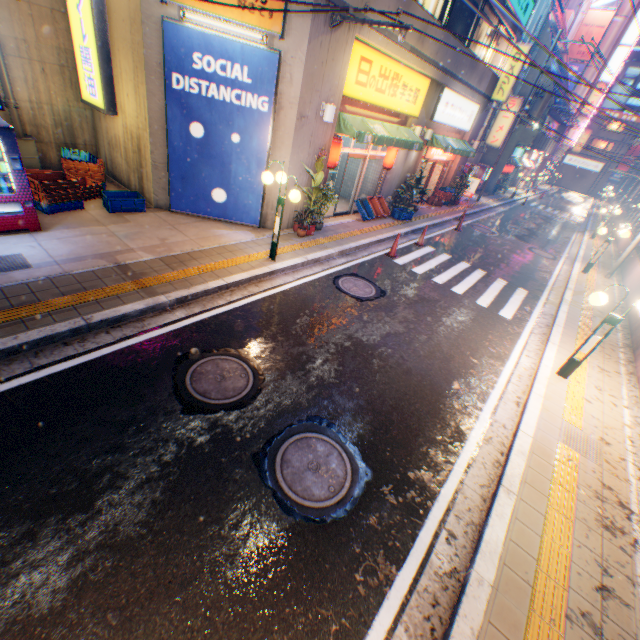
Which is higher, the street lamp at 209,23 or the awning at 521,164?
the street lamp at 209,23

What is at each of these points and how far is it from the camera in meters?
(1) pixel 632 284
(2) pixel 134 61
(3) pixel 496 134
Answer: (1) concrete block, 12.8 m
(2) building, 8.0 m
(3) sign, 25.0 m

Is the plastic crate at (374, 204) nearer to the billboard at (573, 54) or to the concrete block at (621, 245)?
the concrete block at (621, 245)

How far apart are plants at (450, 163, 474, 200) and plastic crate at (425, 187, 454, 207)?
1.0m

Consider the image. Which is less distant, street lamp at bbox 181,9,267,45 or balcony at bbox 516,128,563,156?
street lamp at bbox 181,9,267,45

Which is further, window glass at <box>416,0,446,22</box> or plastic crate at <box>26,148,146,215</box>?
window glass at <box>416,0,446,22</box>

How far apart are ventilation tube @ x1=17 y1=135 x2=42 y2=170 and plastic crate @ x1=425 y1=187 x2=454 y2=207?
17.80m

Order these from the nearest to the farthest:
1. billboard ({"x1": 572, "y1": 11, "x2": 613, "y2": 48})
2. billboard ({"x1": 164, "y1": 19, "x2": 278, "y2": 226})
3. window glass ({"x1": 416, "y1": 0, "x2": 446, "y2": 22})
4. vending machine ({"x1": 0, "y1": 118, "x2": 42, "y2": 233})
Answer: vending machine ({"x1": 0, "y1": 118, "x2": 42, "y2": 233}), billboard ({"x1": 164, "y1": 19, "x2": 278, "y2": 226}), window glass ({"x1": 416, "y1": 0, "x2": 446, "y2": 22}), billboard ({"x1": 572, "y1": 11, "x2": 613, "y2": 48})
